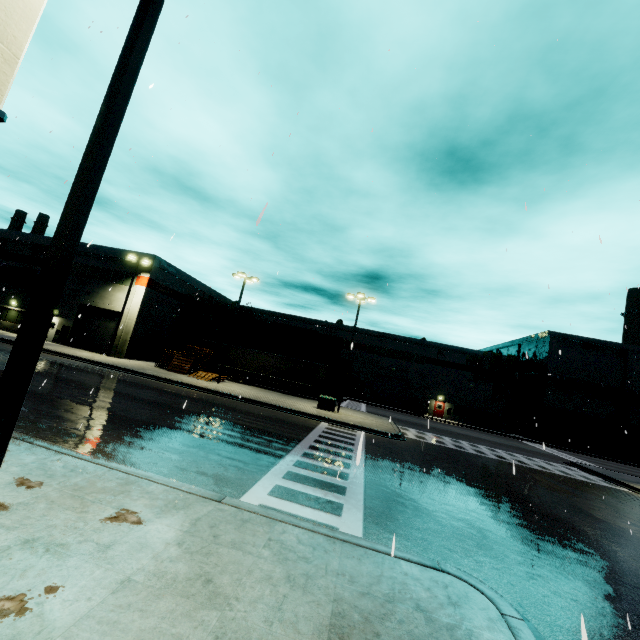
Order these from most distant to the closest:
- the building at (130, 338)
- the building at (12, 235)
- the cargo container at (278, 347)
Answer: the cargo container at (278, 347) → the building at (12, 235) → the building at (130, 338)

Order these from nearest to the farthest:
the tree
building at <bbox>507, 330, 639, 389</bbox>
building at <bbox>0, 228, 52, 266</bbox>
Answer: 1. building at <bbox>0, 228, 52, 266</bbox>
2. building at <bbox>507, 330, 639, 389</bbox>
3. the tree

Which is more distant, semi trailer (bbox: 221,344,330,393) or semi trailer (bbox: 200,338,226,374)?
semi trailer (bbox: 200,338,226,374)

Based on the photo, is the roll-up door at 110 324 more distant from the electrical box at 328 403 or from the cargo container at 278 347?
the electrical box at 328 403

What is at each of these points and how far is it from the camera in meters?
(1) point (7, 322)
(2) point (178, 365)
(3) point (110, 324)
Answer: (1) building, 34.2 m
(2) pallet, 30.1 m
(3) roll-up door, 32.8 m

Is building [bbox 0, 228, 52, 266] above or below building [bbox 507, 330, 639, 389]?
below

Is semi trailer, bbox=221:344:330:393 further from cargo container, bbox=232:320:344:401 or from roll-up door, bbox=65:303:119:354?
roll-up door, bbox=65:303:119:354

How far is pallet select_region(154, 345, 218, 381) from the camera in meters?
28.9 m
